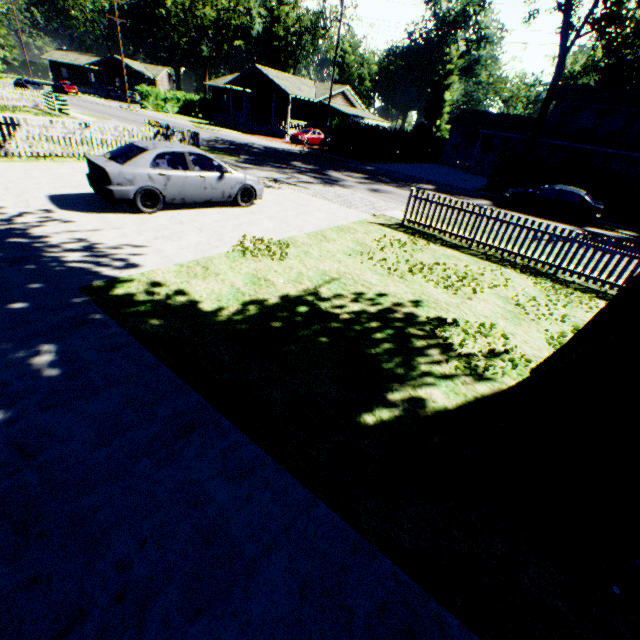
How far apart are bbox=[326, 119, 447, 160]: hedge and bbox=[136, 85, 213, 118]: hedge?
30.95m

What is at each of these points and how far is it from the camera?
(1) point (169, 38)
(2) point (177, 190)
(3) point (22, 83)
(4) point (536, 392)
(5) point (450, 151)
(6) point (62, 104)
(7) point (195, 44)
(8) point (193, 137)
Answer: (1) plant, 55.0m
(2) car, 8.9m
(3) car, 34.8m
(4) plant, 2.7m
(5) house, 41.4m
(6) fence, 24.8m
(7) plant, 58.4m
(8) fence, 16.5m

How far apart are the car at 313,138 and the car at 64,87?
38.32m

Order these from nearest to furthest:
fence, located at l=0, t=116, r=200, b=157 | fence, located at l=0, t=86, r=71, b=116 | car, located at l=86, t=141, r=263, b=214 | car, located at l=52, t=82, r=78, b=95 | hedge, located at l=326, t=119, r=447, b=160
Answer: car, located at l=86, t=141, r=263, b=214 < fence, located at l=0, t=116, r=200, b=157 < fence, located at l=0, t=86, r=71, b=116 < hedge, located at l=326, t=119, r=447, b=160 < car, located at l=52, t=82, r=78, b=95

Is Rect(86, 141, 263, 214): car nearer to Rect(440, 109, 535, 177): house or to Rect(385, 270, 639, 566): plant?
Rect(385, 270, 639, 566): plant

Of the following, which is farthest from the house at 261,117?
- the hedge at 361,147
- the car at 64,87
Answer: the car at 64,87

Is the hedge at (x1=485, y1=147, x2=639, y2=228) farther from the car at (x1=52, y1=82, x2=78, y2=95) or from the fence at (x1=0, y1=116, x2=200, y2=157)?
the car at (x1=52, y1=82, x2=78, y2=95)

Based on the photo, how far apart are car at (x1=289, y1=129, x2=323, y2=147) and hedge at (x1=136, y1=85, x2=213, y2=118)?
24.2 meters
